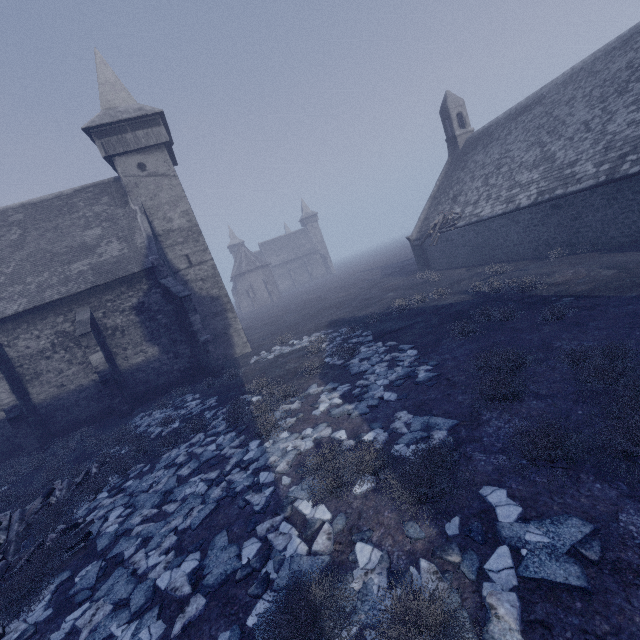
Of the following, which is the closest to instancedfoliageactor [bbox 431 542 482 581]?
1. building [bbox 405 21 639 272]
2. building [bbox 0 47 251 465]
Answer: building [bbox 0 47 251 465]

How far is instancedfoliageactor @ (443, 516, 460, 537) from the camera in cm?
418

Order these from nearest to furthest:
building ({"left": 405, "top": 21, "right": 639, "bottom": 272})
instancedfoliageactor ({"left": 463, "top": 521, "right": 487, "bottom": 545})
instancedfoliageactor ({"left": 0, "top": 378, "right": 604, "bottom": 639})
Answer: instancedfoliageactor ({"left": 0, "top": 378, "right": 604, "bottom": 639}) → instancedfoliageactor ({"left": 463, "top": 521, "right": 487, "bottom": 545}) → building ({"left": 405, "top": 21, "right": 639, "bottom": 272})

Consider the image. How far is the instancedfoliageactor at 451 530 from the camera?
4.2m

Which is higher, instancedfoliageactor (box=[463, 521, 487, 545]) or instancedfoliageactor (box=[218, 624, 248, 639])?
instancedfoliageactor (box=[218, 624, 248, 639])

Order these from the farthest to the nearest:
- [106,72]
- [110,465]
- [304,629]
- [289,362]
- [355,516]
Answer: [106,72] < [289,362] < [110,465] < [355,516] < [304,629]
